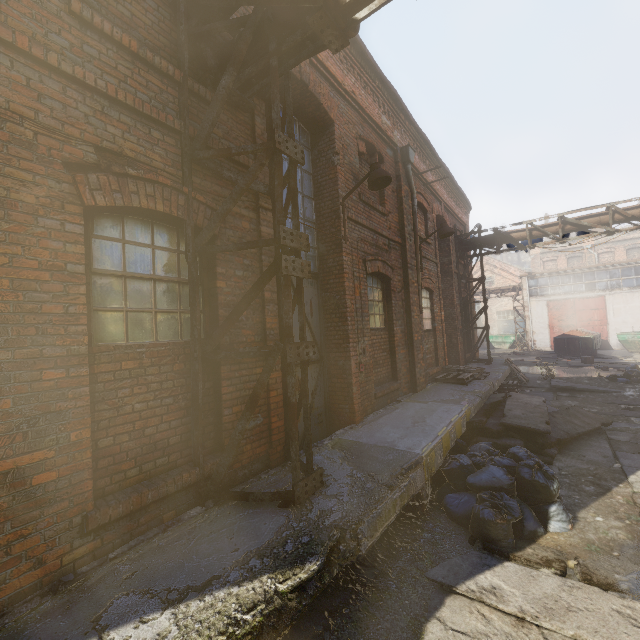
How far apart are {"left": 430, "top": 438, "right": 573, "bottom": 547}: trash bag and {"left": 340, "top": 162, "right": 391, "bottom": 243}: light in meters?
4.0

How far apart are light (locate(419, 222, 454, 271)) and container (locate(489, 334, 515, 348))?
27.4m

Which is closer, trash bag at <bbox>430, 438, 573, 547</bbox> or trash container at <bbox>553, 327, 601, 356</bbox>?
trash bag at <bbox>430, 438, 573, 547</bbox>

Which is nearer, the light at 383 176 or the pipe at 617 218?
the light at 383 176

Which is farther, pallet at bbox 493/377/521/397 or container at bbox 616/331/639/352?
container at bbox 616/331/639/352

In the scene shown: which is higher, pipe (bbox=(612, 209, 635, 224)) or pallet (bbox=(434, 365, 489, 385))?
pipe (bbox=(612, 209, 635, 224))

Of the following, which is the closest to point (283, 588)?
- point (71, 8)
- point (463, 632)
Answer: point (463, 632)

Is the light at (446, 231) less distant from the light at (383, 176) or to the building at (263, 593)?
the building at (263, 593)
